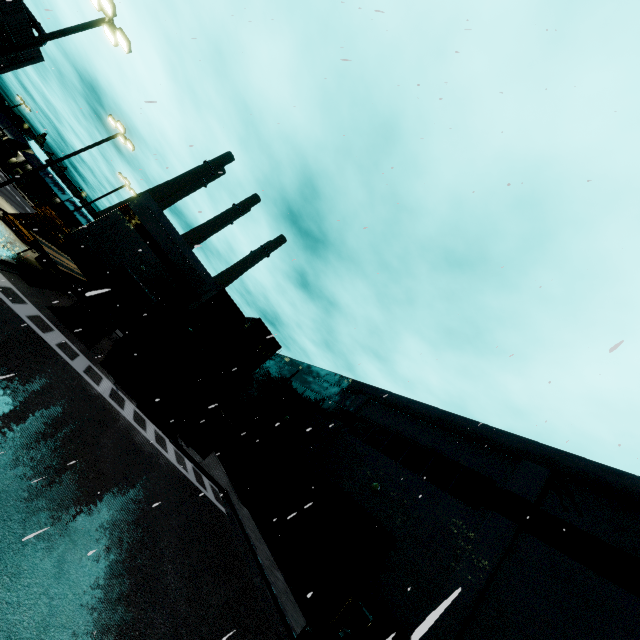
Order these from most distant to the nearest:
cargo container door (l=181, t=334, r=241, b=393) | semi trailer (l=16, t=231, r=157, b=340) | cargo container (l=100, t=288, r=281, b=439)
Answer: cargo container door (l=181, t=334, r=241, b=393), cargo container (l=100, t=288, r=281, b=439), semi trailer (l=16, t=231, r=157, b=340)

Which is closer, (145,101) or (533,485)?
(145,101)

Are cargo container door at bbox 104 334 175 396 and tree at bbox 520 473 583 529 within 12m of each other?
no

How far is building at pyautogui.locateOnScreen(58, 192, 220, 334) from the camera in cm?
3188

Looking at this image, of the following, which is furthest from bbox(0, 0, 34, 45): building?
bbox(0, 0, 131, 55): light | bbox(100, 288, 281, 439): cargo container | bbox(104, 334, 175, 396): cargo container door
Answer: bbox(0, 0, 131, 55): light

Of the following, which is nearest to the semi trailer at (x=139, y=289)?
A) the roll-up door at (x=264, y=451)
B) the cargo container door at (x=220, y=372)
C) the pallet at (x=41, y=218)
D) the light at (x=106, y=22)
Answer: the roll-up door at (x=264, y=451)

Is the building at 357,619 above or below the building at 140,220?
below

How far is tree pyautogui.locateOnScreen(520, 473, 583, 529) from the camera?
10.9m
